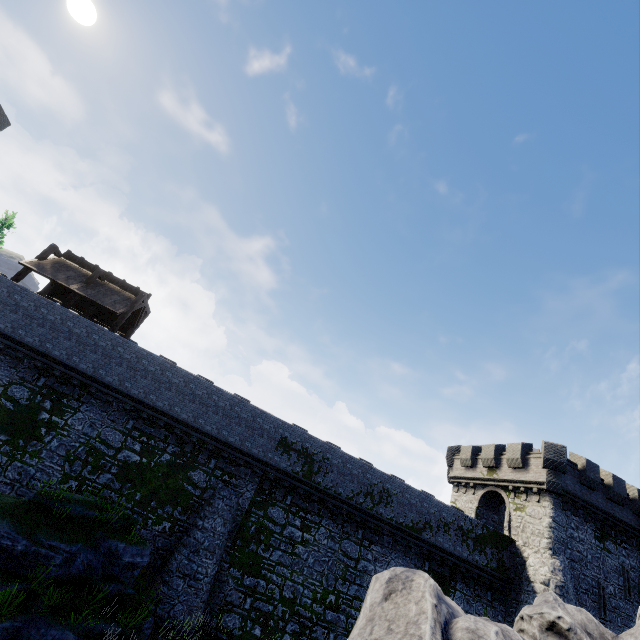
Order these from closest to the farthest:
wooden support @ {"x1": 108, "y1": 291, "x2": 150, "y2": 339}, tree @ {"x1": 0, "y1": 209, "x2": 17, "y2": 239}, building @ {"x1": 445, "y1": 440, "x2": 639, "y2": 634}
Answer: tree @ {"x1": 0, "y1": 209, "x2": 17, "y2": 239} < wooden support @ {"x1": 108, "y1": 291, "x2": 150, "y2": 339} < building @ {"x1": 445, "y1": 440, "x2": 639, "y2": 634}

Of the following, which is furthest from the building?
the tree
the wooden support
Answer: the tree

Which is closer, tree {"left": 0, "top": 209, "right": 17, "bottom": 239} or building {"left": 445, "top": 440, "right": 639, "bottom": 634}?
tree {"left": 0, "top": 209, "right": 17, "bottom": 239}

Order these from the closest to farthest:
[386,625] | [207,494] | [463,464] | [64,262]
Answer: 1. [386,625]
2. [207,494]
3. [64,262]
4. [463,464]

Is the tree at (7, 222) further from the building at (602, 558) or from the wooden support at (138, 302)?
the building at (602, 558)

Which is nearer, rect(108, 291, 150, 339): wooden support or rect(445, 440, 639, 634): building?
rect(108, 291, 150, 339): wooden support

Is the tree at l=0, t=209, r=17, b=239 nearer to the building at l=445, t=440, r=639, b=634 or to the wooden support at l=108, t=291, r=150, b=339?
the wooden support at l=108, t=291, r=150, b=339
